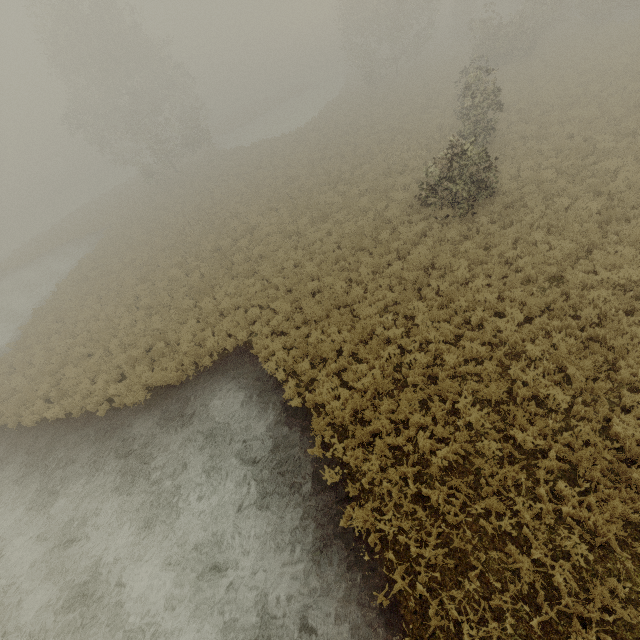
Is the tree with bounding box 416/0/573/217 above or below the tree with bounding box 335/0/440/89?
below

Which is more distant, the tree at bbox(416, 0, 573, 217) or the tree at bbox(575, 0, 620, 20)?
the tree at bbox(575, 0, 620, 20)

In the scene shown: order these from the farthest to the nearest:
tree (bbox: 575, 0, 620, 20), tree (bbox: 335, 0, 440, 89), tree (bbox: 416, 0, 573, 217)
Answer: tree (bbox: 335, 0, 440, 89) → tree (bbox: 575, 0, 620, 20) → tree (bbox: 416, 0, 573, 217)

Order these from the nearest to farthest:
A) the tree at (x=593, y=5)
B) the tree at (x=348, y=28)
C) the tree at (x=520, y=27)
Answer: the tree at (x=520, y=27) → the tree at (x=593, y=5) → the tree at (x=348, y=28)

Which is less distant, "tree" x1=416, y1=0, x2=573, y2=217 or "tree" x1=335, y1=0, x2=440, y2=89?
"tree" x1=416, y1=0, x2=573, y2=217

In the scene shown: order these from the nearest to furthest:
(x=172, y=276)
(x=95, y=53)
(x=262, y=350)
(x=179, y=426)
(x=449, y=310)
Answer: (x=449, y=310)
(x=179, y=426)
(x=262, y=350)
(x=172, y=276)
(x=95, y=53)

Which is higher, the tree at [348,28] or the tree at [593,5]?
the tree at [348,28]
